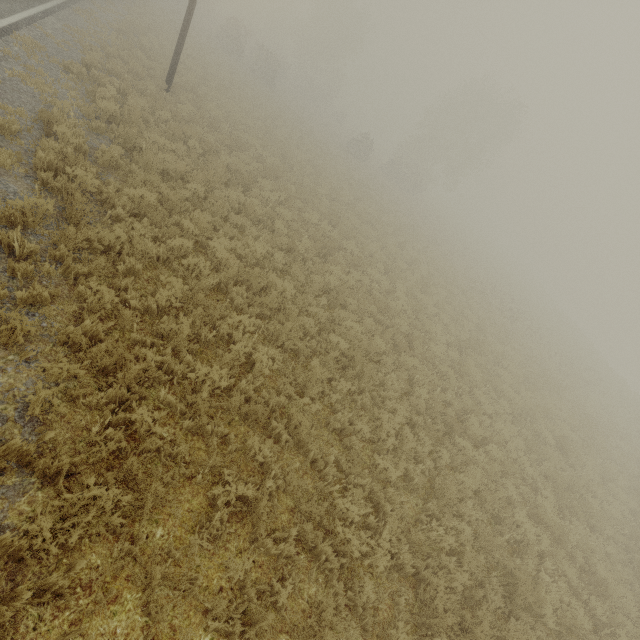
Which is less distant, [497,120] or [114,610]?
[114,610]
